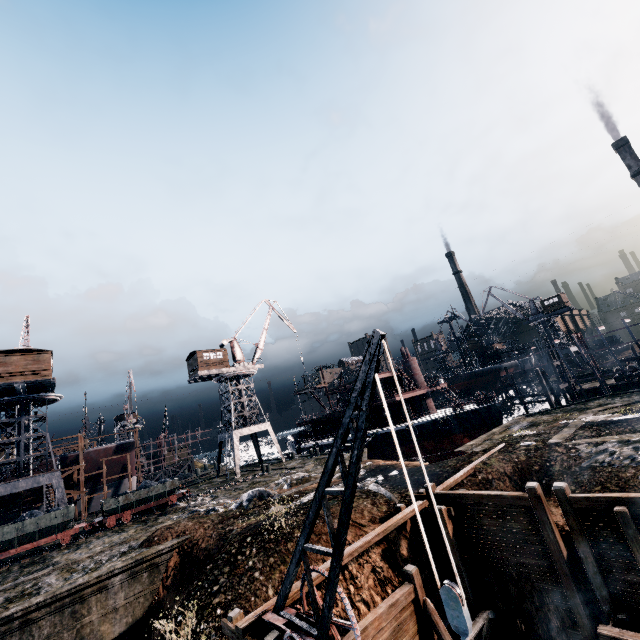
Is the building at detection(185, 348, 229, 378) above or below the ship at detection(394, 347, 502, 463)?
above

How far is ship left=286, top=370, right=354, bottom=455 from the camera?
47.97m

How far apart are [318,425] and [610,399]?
38.49m

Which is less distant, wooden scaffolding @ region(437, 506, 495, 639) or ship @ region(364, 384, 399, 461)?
wooden scaffolding @ region(437, 506, 495, 639)

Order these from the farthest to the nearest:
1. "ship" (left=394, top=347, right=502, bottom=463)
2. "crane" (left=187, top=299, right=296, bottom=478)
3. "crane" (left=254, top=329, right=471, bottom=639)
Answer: Result: "crane" (left=187, top=299, right=296, bottom=478) < "ship" (left=394, top=347, right=502, bottom=463) < "crane" (left=254, top=329, right=471, bottom=639)

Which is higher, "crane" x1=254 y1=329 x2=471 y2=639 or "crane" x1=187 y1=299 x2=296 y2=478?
"crane" x1=187 y1=299 x2=296 y2=478

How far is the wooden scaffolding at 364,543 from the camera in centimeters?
1118cm

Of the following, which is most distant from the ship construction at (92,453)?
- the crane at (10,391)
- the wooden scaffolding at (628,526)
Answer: the wooden scaffolding at (628,526)
